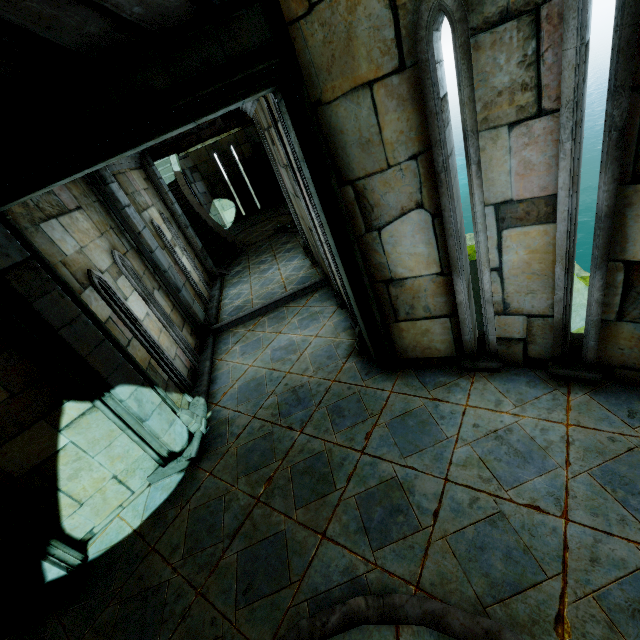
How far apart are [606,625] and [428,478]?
1.4 meters

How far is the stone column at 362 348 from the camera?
4.9 meters

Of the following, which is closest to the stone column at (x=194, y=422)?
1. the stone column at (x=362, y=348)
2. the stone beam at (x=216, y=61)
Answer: the stone beam at (x=216, y=61)

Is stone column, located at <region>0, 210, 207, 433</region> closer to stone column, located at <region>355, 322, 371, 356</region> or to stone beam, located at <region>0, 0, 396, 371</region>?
stone beam, located at <region>0, 0, 396, 371</region>

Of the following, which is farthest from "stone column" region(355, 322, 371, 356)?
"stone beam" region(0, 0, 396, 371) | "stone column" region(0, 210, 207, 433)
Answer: "stone column" region(0, 210, 207, 433)

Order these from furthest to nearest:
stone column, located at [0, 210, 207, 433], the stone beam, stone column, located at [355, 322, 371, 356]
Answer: stone column, located at [355, 322, 371, 356], stone column, located at [0, 210, 207, 433], the stone beam

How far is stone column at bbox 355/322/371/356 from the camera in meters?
4.9
